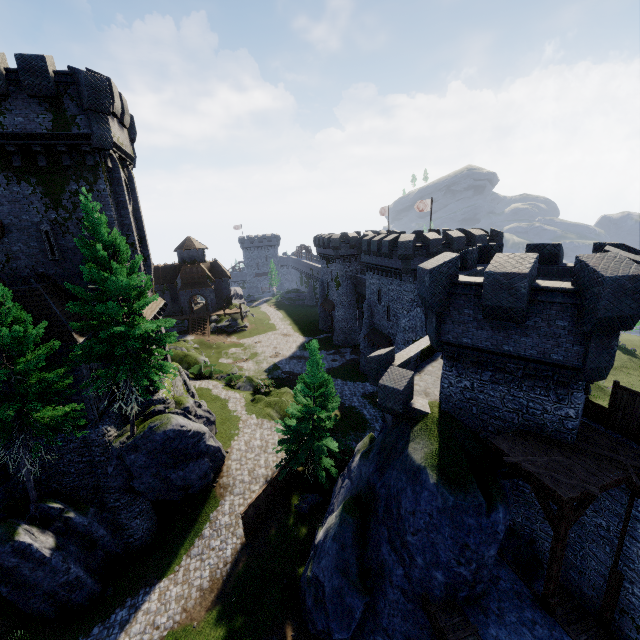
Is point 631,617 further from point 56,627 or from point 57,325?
point 57,325

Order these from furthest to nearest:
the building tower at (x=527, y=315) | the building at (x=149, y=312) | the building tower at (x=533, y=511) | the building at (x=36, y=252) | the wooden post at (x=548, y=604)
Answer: the building at (x=149, y=312)
the building at (x=36, y=252)
the building tower at (x=533, y=511)
the wooden post at (x=548, y=604)
the building tower at (x=527, y=315)

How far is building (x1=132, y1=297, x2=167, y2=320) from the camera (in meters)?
21.77

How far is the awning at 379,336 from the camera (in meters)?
35.39

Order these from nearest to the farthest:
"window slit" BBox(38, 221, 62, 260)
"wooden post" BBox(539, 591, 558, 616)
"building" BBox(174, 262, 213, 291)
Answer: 1. "wooden post" BBox(539, 591, 558, 616)
2. "window slit" BBox(38, 221, 62, 260)
3. "building" BBox(174, 262, 213, 291)

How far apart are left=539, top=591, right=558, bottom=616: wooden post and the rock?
13.81m

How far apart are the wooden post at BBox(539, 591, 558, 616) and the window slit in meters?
28.5

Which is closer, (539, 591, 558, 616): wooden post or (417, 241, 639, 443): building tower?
(417, 241, 639, 443): building tower
